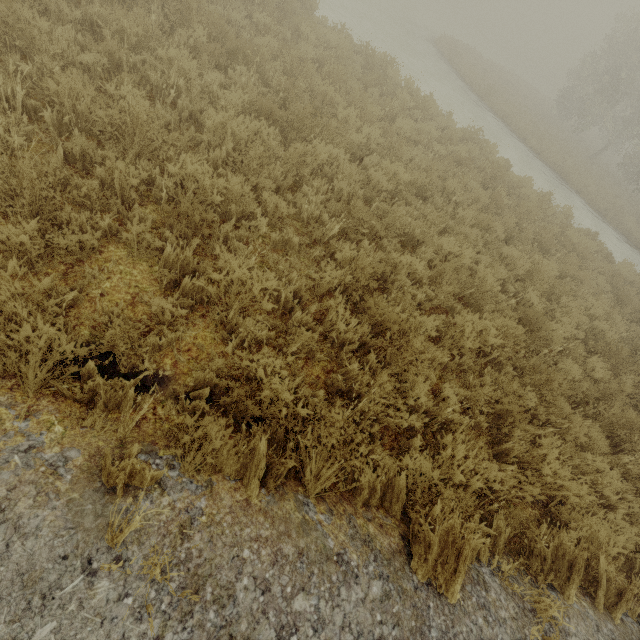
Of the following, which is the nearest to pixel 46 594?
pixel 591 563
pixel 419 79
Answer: pixel 591 563
